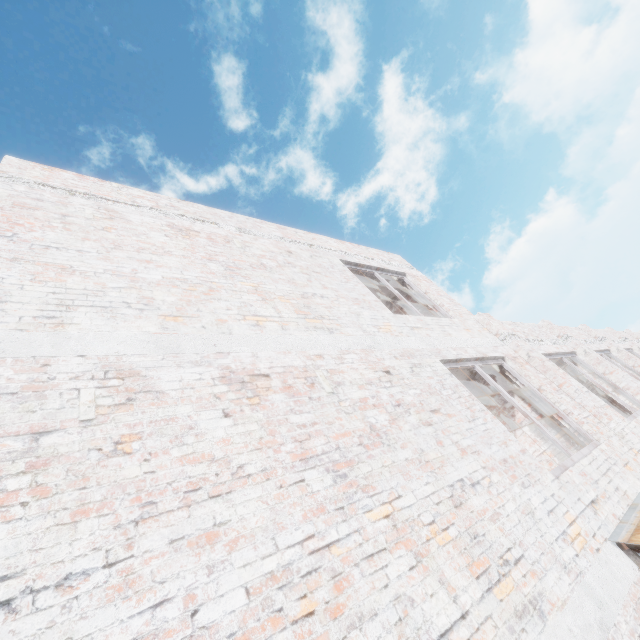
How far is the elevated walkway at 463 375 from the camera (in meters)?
7.23

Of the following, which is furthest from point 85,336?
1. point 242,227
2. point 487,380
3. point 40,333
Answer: point 487,380

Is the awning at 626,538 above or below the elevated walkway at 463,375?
below

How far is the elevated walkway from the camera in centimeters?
723cm

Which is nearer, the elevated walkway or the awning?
the awning

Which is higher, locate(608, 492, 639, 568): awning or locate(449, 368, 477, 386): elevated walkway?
locate(449, 368, 477, 386): elevated walkway
